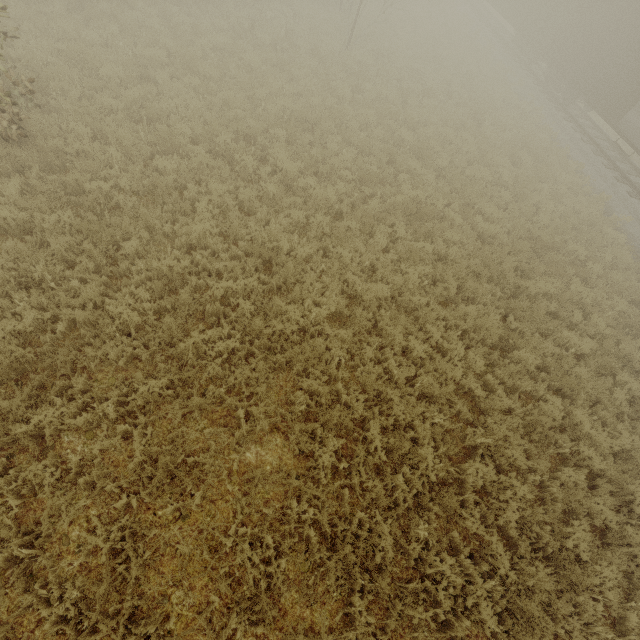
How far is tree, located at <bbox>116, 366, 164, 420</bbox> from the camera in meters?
4.8

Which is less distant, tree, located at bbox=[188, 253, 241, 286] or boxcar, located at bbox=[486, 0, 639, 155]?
tree, located at bbox=[188, 253, 241, 286]

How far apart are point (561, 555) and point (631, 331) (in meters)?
6.86

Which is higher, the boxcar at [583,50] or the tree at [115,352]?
the boxcar at [583,50]

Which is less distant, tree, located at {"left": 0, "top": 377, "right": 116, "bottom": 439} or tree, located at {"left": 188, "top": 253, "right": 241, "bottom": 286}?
tree, located at {"left": 0, "top": 377, "right": 116, "bottom": 439}

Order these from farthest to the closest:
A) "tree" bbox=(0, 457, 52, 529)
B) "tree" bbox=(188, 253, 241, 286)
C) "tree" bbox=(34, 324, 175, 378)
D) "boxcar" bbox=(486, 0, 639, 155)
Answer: "boxcar" bbox=(486, 0, 639, 155) → "tree" bbox=(188, 253, 241, 286) → "tree" bbox=(34, 324, 175, 378) → "tree" bbox=(0, 457, 52, 529)

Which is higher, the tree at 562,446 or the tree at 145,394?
the tree at 145,394
